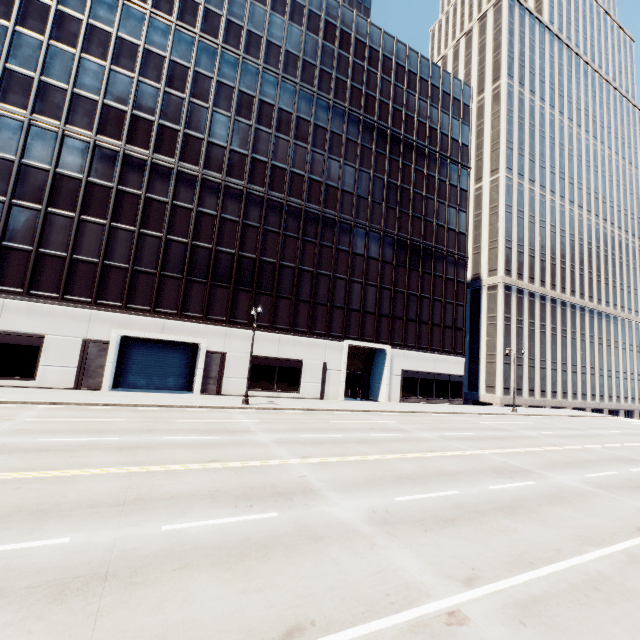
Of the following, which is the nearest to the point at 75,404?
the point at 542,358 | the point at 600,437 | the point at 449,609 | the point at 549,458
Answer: the point at 449,609
